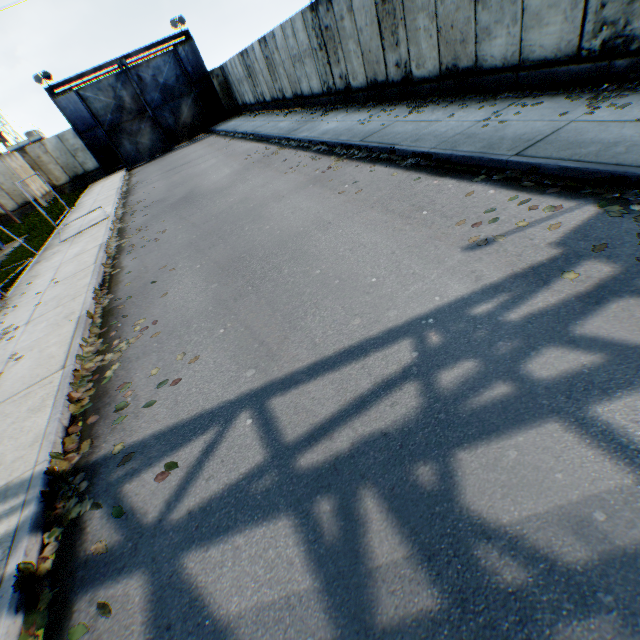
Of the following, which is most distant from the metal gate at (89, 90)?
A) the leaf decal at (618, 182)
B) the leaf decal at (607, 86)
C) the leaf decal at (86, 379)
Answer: the leaf decal at (618, 182)

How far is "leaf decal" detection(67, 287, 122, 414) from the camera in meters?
4.5 m

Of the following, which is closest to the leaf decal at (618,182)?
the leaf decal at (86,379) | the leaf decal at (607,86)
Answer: the leaf decal at (607,86)

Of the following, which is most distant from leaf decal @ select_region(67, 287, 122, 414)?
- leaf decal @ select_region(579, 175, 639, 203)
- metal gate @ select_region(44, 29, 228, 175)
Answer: metal gate @ select_region(44, 29, 228, 175)

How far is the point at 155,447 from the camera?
3.47m

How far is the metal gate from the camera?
23.4 meters

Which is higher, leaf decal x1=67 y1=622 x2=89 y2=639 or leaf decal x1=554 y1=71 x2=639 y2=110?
leaf decal x1=554 y1=71 x2=639 y2=110
